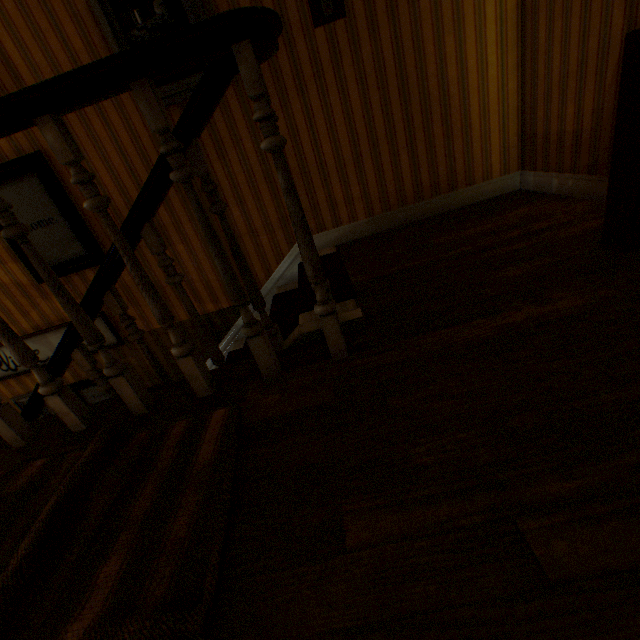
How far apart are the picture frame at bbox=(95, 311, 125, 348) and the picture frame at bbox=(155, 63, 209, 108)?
2.0m

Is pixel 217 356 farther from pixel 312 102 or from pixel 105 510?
pixel 312 102

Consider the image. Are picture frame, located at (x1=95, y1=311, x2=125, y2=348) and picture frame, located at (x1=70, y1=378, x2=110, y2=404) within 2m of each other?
yes

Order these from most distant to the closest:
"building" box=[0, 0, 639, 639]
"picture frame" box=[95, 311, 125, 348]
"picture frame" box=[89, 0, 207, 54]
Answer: "picture frame" box=[95, 311, 125, 348], "picture frame" box=[89, 0, 207, 54], "building" box=[0, 0, 639, 639]

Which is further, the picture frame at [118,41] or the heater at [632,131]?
the picture frame at [118,41]

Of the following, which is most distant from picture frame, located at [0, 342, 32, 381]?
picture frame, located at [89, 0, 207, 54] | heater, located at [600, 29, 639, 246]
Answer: heater, located at [600, 29, 639, 246]

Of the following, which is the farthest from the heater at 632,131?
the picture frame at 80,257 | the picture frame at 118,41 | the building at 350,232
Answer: the picture frame at 80,257

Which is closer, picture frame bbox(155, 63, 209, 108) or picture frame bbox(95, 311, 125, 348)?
picture frame bbox(155, 63, 209, 108)
